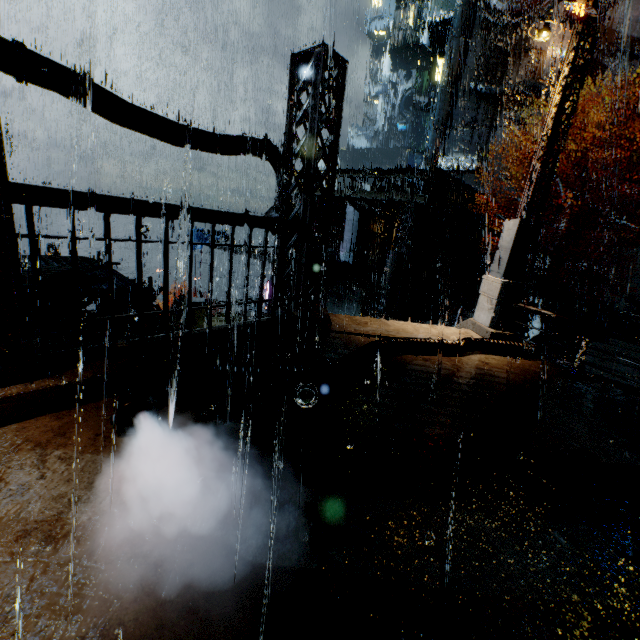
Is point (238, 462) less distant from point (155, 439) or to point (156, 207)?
point (155, 439)

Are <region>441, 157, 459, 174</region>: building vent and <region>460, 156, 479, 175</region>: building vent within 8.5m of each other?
yes

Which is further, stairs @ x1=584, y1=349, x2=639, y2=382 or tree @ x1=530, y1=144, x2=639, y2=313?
stairs @ x1=584, y1=349, x2=639, y2=382

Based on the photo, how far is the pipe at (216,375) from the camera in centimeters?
330cm

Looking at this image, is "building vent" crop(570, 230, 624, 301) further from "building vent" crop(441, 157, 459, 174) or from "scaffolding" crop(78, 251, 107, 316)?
"scaffolding" crop(78, 251, 107, 316)

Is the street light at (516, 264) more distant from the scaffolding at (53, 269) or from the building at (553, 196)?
the scaffolding at (53, 269)

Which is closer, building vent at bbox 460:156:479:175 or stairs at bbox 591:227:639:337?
stairs at bbox 591:227:639:337

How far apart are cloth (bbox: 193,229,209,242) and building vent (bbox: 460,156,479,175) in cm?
2894
